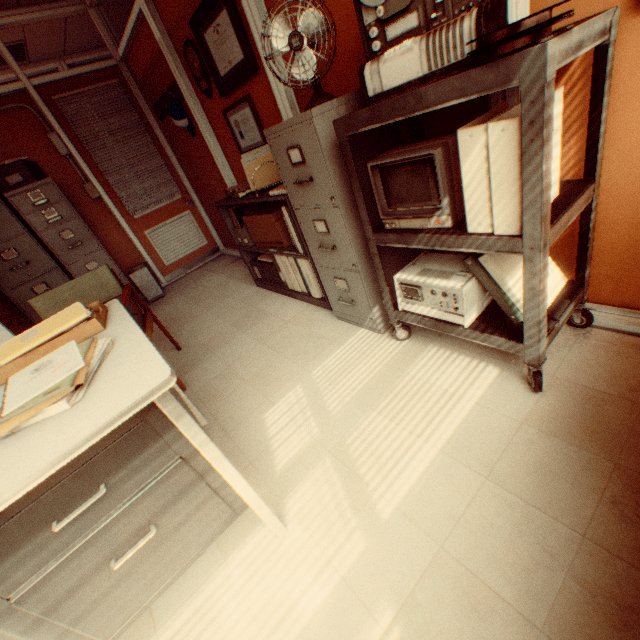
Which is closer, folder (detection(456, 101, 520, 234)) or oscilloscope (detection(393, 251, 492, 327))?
folder (detection(456, 101, 520, 234))

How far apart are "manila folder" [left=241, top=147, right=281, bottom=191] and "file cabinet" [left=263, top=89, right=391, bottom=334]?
0.5m

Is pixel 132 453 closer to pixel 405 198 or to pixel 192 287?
pixel 405 198

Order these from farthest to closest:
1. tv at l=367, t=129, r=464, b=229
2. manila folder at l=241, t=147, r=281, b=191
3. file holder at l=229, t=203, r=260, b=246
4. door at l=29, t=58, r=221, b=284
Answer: door at l=29, t=58, r=221, b=284 < file holder at l=229, t=203, r=260, b=246 < manila folder at l=241, t=147, r=281, b=191 < tv at l=367, t=129, r=464, b=229

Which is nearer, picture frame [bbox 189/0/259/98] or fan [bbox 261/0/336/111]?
fan [bbox 261/0/336/111]

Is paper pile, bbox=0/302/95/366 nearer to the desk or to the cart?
the desk

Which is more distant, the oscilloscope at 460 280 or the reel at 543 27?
the oscilloscope at 460 280

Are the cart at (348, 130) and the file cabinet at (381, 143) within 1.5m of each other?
yes
